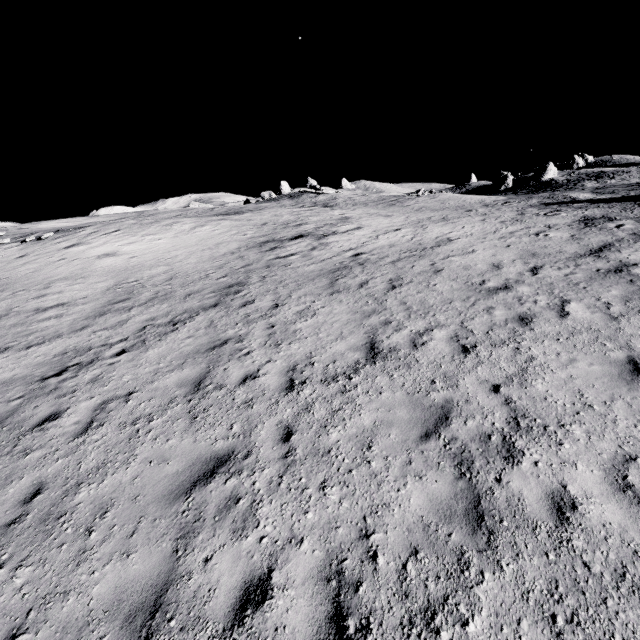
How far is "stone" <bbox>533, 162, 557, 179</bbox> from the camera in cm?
5726

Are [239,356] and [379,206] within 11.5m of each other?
no

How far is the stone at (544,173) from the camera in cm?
5726
